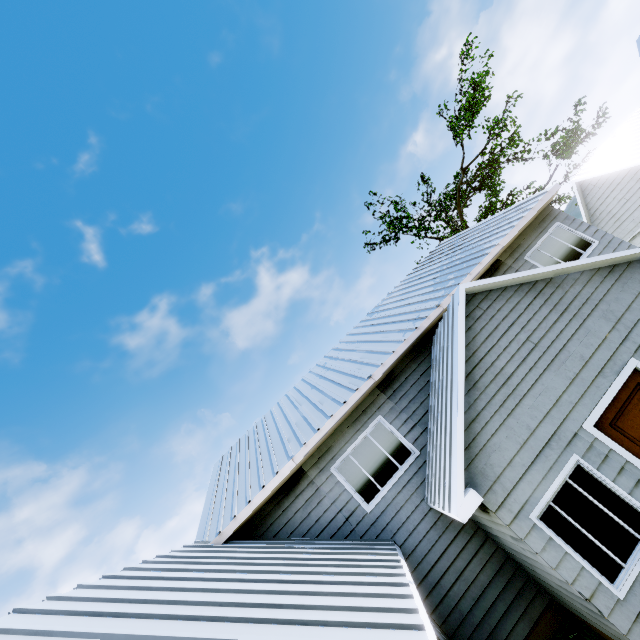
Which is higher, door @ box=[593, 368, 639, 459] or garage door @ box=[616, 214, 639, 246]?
garage door @ box=[616, 214, 639, 246]

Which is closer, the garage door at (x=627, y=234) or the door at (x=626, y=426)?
the door at (x=626, y=426)

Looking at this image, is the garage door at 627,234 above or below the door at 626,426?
above

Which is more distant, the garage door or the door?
the garage door

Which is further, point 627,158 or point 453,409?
point 627,158
